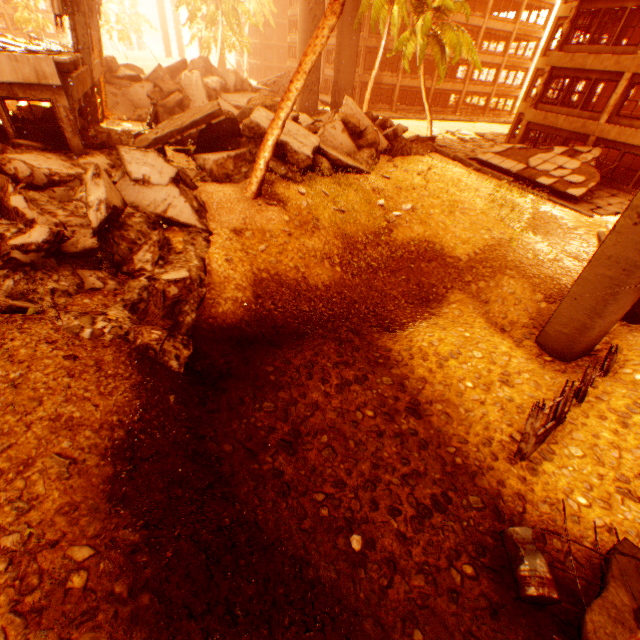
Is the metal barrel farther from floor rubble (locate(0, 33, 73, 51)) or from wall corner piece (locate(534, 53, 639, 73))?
wall corner piece (locate(534, 53, 639, 73))

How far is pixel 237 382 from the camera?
7.7 meters

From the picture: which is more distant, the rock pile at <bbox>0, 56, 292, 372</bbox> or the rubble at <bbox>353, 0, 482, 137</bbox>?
the rubble at <bbox>353, 0, 482, 137</bbox>

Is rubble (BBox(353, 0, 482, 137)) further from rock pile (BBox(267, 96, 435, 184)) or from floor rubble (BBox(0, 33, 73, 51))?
floor rubble (BBox(0, 33, 73, 51))

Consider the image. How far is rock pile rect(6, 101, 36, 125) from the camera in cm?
1108

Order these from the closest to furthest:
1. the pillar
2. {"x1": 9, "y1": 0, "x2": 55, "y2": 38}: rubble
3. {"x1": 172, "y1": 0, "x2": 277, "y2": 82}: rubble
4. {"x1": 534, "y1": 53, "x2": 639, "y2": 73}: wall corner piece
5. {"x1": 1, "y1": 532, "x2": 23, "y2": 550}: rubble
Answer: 1. {"x1": 1, "y1": 532, "x2": 23, "y2": 550}: rubble
2. the pillar
3. {"x1": 534, "y1": 53, "x2": 639, "y2": 73}: wall corner piece
4. {"x1": 172, "y1": 0, "x2": 277, "y2": 82}: rubble
5. {"x1": 9, "y1": 0, "x2": 55, "y2": 38}: rubble

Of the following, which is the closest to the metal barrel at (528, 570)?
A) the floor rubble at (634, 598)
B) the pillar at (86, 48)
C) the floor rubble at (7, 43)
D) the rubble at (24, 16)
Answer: the floor rubble at (634, 598)

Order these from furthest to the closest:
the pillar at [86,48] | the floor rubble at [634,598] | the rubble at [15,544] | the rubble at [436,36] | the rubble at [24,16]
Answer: the rubble at [24,16]
the rubble at [436,36]
the pillar at [86,48]
the floor rubble at [634,598]
the rubble at [15,544]
